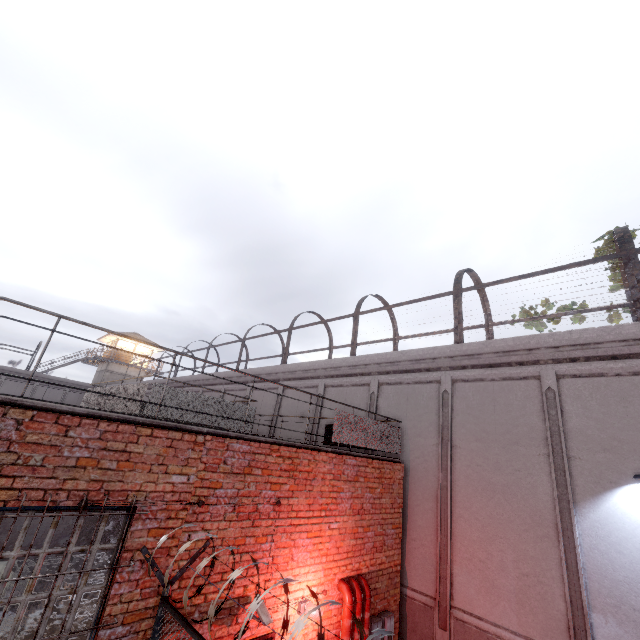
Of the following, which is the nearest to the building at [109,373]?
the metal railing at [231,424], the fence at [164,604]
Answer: the fence at [164,604]

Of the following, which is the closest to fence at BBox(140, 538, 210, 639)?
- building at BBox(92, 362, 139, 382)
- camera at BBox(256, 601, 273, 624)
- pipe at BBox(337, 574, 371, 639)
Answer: camera at BBox(256, 601, 273, 624)

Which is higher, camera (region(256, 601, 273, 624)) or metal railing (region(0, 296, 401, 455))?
metal railing (region(0, 296, 401, 455))

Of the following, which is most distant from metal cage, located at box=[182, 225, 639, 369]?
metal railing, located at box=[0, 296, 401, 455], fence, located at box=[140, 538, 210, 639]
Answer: fence, located at box=[140, 538, 210, 639]

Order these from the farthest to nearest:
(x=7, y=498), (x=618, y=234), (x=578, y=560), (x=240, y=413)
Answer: (x=240, y=413)
(x=618, y=234)
(x=578, y=560)
(x=7, y=498)

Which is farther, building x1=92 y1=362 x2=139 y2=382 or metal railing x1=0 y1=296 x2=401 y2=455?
building x1=92 y1=362 x2=139 y2=382

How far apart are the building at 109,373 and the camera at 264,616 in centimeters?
3671cm

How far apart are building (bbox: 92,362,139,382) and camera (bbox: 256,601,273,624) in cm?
3671
